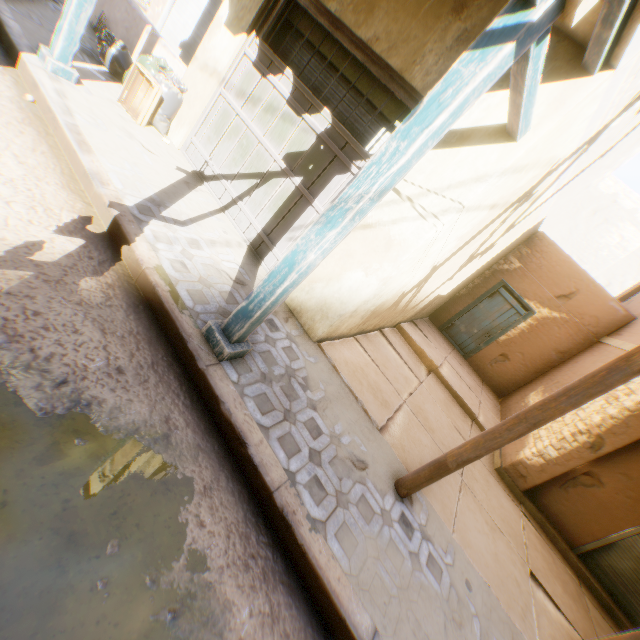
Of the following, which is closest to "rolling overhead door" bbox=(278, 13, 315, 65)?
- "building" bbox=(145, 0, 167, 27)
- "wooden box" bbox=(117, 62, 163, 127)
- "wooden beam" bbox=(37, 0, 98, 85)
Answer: "building" bbox=(145, 0, 167, 27)

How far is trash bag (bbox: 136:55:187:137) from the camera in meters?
5.0

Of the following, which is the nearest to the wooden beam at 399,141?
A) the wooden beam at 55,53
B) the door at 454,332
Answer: the wooden beam at 55,53

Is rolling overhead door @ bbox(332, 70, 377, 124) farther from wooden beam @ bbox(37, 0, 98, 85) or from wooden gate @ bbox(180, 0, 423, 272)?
wooden beam @ bbox(37, 0, 98, 85)

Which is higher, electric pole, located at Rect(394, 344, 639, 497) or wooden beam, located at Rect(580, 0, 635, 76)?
wooden beam, located at Rect(580, 0, 635, 76)

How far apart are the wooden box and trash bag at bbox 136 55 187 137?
0.07m

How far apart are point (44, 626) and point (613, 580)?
8.2 meters

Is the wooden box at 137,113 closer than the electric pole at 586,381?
No
